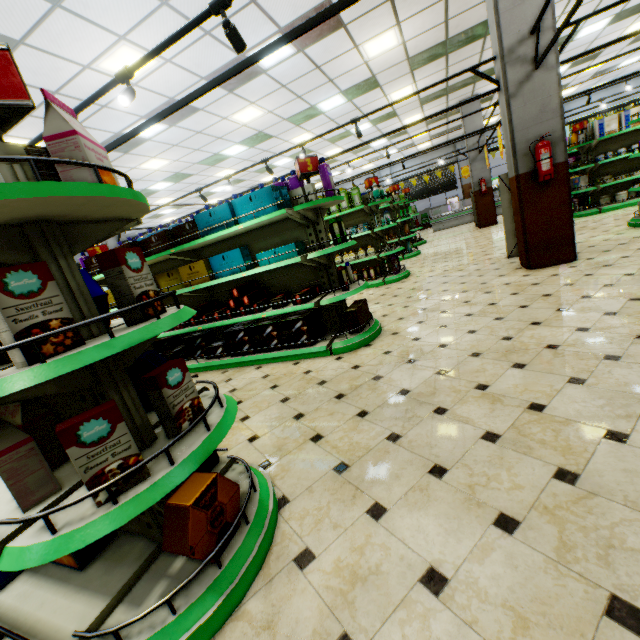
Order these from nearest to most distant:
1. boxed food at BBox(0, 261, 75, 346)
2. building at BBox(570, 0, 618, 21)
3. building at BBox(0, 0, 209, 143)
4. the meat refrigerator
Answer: boxed food at BBox(0, 261, 75, 346), building at BBox(0, 0, 209, 143), building at BBox(570, 0, 618, 21), the meat refrigerator

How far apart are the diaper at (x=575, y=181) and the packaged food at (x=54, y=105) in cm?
1190

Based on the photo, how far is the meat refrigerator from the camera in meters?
17.8 m

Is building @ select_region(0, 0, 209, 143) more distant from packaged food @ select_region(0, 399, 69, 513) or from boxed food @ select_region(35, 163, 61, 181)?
boxed food @ select_region(35, 163, 61, 181)

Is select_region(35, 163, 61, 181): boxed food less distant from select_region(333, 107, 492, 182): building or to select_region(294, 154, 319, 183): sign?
select_region(333, 107, 492, 182): building

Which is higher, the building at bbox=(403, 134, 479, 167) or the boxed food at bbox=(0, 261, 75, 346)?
the building at bbox=(403, 134, 479, 167)

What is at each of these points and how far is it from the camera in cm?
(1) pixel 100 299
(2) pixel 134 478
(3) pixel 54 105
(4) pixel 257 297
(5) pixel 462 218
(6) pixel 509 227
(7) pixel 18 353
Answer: (1) decorative cookie box, 182
(2) boxed food, 132
(3) packaged food, 139
(4) boxed food, 459
(5) meat refrigerator, 1802
(6) sign, 646
(7) boxed food, 114

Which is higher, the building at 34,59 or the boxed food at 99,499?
the building at 34,59
